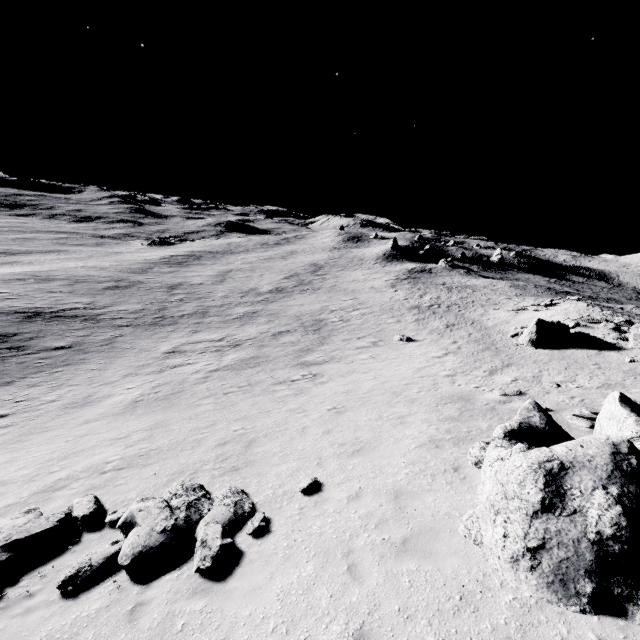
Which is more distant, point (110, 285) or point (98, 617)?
point (110, 285)

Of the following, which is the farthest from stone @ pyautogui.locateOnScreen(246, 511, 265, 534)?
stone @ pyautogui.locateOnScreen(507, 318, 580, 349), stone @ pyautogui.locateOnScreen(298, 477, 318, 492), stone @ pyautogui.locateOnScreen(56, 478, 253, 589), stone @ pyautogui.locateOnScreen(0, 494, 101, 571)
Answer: stone @ pyautogui.locateOnScreen(507, 318, 580, 349)

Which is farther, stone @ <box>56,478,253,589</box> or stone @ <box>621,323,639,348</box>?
stone @ <box>621,323,639,348</box>

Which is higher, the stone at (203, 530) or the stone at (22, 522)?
the stone at (203, 530)

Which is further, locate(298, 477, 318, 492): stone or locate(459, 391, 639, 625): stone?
locate(298, 477, 318, 492): stone

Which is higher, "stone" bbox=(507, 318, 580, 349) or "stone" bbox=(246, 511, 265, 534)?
"stone" bbox=(507, 318, 580, 349)

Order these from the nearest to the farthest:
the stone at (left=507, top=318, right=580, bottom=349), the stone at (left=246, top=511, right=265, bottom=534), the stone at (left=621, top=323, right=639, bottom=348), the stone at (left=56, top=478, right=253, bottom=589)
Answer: the stone at (left=56, top=478, right=253, bottom=589)
the stone at (left=246, top=511, right=265, bottom=534)
the stone at (left=621, top=323, right=639, bottom=348)
the stone at (left=507, top=318, right=580, bottom=349)

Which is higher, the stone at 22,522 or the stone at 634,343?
the stone at 634,343
